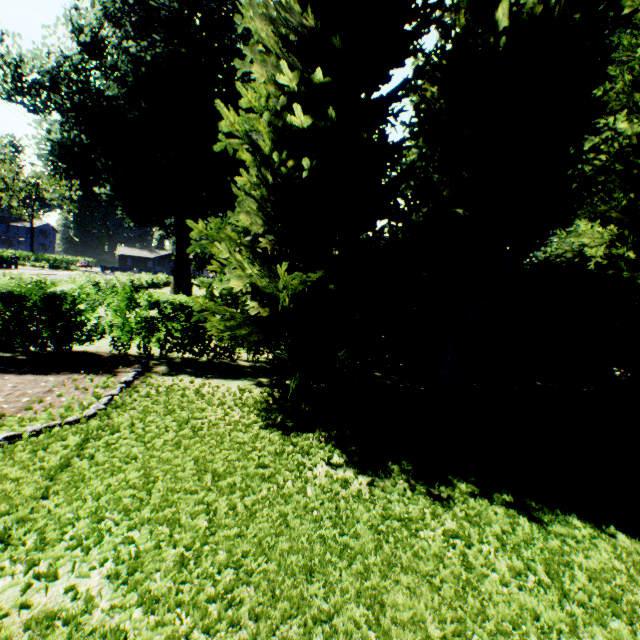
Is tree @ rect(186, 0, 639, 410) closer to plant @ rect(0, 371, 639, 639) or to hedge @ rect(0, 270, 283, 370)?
hedge @ rect(0, 270, 283, 370)

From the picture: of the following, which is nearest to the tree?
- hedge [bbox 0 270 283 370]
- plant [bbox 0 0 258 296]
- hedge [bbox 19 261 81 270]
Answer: hedge [bbox 0 270 283 370]

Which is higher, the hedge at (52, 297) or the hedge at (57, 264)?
the hedge at (57, 264)

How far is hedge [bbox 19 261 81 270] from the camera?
52.9 meters

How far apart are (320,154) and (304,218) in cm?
126

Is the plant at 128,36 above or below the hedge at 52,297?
above

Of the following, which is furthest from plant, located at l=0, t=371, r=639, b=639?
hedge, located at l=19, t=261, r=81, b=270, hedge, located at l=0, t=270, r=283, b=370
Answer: hedge, located at l=19, t=261, r=81, b=270
